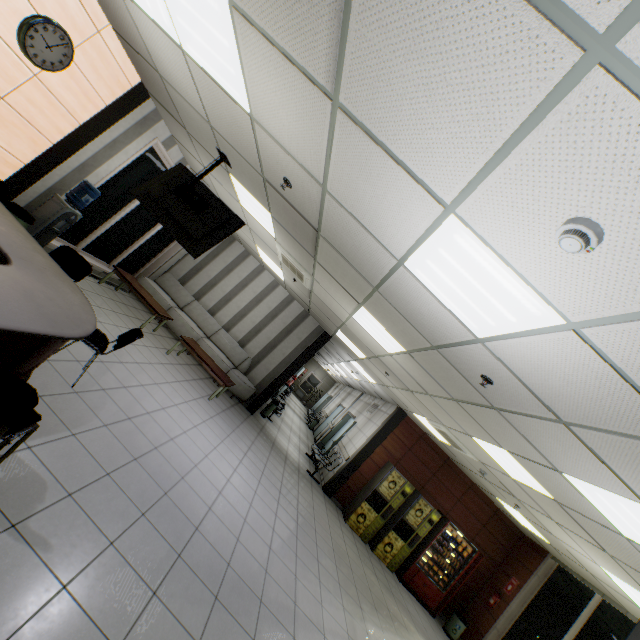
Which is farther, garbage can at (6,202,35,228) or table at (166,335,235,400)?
table at (166,335,235,400)

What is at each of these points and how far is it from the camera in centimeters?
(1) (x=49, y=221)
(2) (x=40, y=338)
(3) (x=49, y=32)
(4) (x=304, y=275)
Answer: (1) water container, 527cm
(2) desk, 250cm
(3) clock, 385cm
(4) air conditioning vent, 614cm

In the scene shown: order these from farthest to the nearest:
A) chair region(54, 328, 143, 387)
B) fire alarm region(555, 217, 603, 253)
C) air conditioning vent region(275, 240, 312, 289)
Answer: air conditioning vent region(275, 240, 312, 289), chair region(54, 328, 143, 387), fire alarm region(555, 217, 603, 253)

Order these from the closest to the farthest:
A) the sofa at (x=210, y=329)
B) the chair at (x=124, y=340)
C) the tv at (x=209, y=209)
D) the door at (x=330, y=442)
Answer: the chair at (x=124, y=340)
the tv at (x=209, y=209)
the sofa at (x=210, y=329)
the door at (x=330, y=442)

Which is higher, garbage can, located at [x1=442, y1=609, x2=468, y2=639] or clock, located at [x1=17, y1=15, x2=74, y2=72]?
clock, located at [x1=17, y1=15, x2=74, y2=72]

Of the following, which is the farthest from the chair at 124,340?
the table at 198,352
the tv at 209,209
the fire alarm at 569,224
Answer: the fire alarm at 569,224

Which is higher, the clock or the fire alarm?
the fire alarm

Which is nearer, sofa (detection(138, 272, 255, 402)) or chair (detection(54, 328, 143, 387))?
chair (detection(54, 328, 143, 387))
